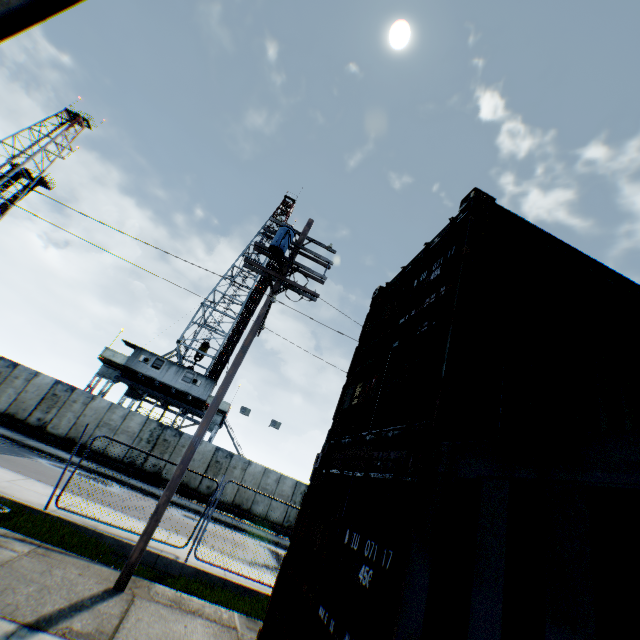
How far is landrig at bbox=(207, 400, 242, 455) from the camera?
26.89m

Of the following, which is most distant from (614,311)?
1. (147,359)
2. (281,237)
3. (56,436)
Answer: (147,359)

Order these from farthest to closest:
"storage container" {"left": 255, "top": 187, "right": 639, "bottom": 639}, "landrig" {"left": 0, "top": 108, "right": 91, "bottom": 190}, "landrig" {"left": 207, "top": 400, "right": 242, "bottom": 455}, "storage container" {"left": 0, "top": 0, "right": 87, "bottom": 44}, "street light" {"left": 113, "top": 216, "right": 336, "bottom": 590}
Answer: "landrig" {"left": 0, "top": 108, "right": 91, "bottom": 190}, "landrig" {"left": 207, "top": 400, "right": 242, "bottom": 455}, "street light" {"left": 113, "top": 216, "right": 336, "bottom": 590}, "storage container" {"left": 0, "top": 0, "right": 87, "bottom": 44}, "storage container" {"left": 255, "top": 187, "right": 639, "bottom": 639}

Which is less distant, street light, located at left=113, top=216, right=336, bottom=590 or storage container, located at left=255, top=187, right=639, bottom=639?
storage container, located at left=255, top=187, right=639, bottom=639

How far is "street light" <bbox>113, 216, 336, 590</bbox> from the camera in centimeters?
607cm

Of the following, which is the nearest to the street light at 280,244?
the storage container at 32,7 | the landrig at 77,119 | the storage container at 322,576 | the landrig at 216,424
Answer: the storage container at 322,576

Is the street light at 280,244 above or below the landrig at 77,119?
below

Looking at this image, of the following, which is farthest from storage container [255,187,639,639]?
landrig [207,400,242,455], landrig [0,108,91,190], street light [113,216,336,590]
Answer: landrig [0,108,91,190]
